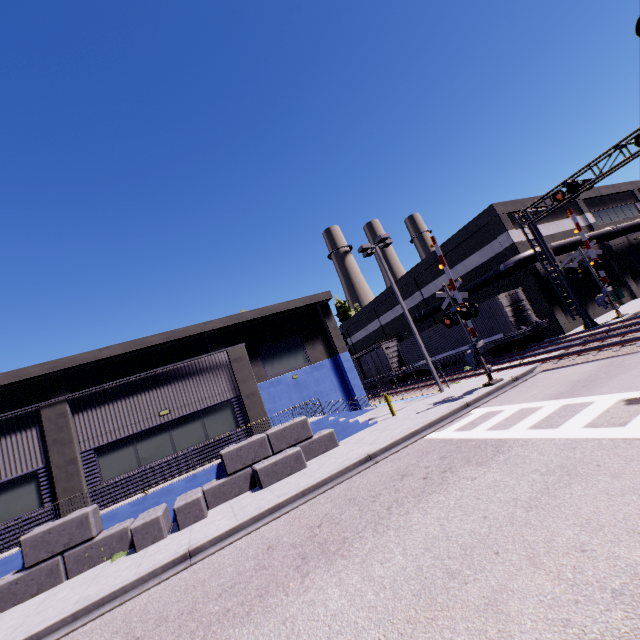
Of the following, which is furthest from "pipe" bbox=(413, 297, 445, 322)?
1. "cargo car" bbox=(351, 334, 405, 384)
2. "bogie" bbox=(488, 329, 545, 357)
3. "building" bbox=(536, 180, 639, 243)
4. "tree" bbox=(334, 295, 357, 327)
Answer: "tree" bbox=(334, 295, 357, 327)

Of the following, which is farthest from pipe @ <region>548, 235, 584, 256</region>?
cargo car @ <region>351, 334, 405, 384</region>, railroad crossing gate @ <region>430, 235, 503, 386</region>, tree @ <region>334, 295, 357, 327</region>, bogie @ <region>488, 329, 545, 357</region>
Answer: tree @ <region>334, 295, 357, 327</region>

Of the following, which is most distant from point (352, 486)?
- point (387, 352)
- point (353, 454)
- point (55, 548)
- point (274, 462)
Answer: point (387, 352)

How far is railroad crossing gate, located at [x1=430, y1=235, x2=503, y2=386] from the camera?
14.97m

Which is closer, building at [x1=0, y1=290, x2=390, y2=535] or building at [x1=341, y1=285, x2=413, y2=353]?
building at [x1=0, y1=290, x2=390, y2=535]

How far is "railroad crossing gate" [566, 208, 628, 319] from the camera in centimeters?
2005cm

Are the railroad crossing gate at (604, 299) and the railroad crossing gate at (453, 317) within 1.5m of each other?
no

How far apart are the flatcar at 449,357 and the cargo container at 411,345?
0.0m
